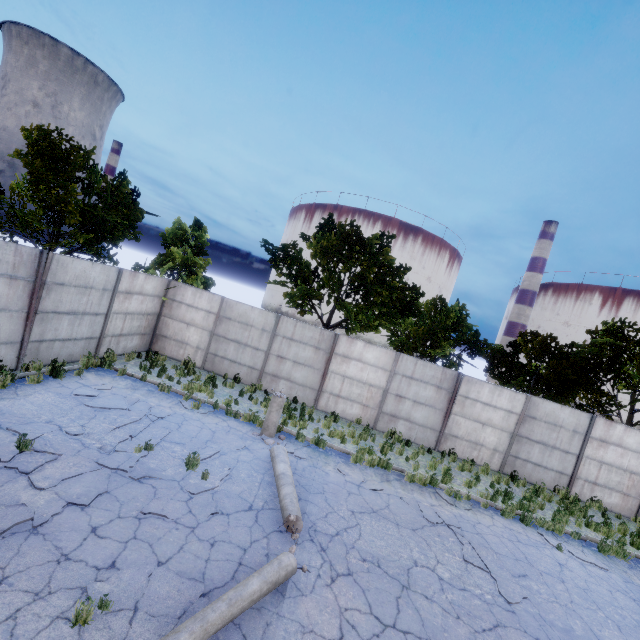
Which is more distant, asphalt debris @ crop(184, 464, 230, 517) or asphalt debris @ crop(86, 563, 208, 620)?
asphalt debris @ crop(184, 464, 230, 517)

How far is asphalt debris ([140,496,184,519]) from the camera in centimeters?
588cm

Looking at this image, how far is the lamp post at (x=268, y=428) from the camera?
10.4m

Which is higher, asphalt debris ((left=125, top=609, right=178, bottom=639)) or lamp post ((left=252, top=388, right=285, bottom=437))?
lamp post ((left=252, top=388, right=285, bottom=437))

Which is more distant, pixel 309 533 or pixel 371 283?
pixel 371 283

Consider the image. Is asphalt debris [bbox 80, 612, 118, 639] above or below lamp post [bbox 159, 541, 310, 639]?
below

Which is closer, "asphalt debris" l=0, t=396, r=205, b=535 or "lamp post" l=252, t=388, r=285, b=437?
"asphalt debris" l=0, t=396, r=205, b=535

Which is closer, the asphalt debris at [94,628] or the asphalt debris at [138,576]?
the asphalt debris at [94,628]
